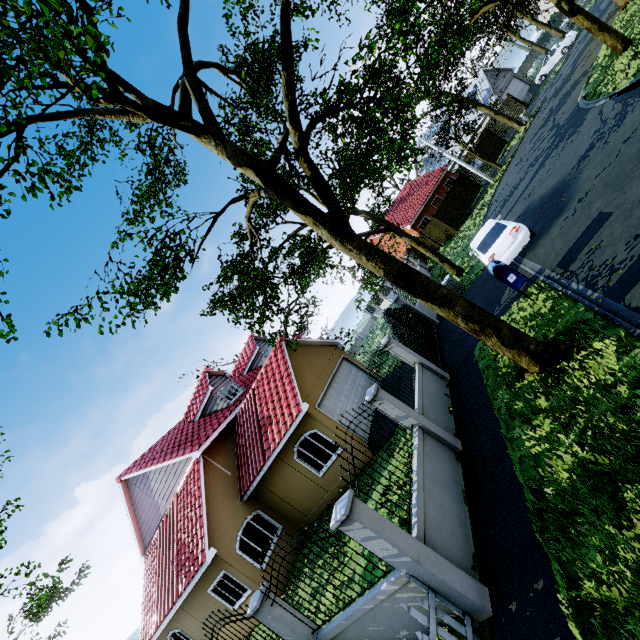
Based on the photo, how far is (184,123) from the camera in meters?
7.5 m

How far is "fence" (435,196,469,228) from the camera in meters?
27.7

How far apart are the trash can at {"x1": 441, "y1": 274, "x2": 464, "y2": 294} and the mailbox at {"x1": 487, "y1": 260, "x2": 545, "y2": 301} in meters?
5.9

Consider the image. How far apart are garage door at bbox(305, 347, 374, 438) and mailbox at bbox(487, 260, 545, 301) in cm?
778

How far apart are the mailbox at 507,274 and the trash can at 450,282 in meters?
5.9 m

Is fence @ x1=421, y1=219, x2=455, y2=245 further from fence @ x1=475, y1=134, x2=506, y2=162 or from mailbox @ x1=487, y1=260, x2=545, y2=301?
mailbox @ x1=487, y1=260, x2=545, y2=301

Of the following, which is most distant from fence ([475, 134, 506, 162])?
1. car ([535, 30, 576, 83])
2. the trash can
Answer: the trash can

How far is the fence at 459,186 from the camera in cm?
2878
